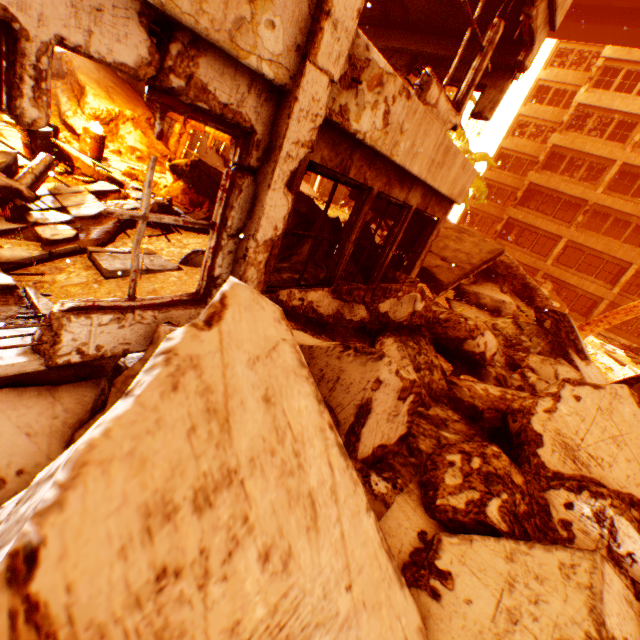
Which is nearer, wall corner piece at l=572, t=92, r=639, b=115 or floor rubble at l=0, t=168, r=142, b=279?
floor rubble at l=0, t=168, r=142, b=279

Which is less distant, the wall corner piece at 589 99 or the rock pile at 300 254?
the rock pile at 300 254

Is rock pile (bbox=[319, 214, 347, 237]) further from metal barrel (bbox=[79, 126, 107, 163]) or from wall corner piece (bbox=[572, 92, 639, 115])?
wall corner piece (bbox=[572, 92, 639, 115])

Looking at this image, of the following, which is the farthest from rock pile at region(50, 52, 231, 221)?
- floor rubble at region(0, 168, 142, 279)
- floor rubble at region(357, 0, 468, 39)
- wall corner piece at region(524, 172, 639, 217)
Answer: wall corner piece at region(524, 172, 639, 217)

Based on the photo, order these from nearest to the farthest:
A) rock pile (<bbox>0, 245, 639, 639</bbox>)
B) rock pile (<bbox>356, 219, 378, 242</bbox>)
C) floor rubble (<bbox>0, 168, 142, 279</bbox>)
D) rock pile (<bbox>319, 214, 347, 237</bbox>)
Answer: rock pile (<bbox>0, 245, 639, 639</bbox>)
floor rubble (<bbox>0, 168, 142, 279</bbox>)
rock pile (<bbox>319, 214, 347, 237</bbox>)
rock pile (<bbox>356, 219, 378, 242</bbox>)

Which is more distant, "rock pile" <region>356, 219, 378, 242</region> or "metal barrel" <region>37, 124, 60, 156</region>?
"rock pile" <region>356, 219, 378, 242</region>

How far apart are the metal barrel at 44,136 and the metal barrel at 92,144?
1.48m

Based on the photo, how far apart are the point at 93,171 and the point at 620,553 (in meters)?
9.76
